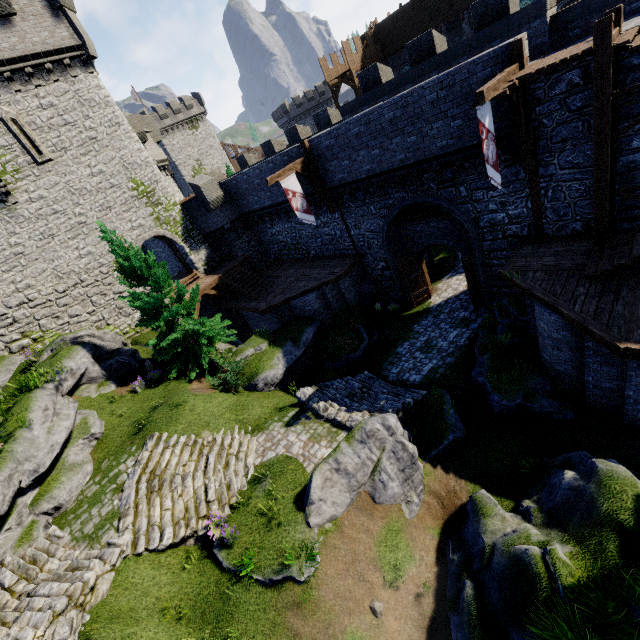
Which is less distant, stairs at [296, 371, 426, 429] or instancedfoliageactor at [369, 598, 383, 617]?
instancedfoliageactor at [369, 598, 383, 617]

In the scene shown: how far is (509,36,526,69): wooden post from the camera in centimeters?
964cm

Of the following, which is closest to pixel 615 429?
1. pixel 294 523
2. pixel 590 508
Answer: pixel 590 508

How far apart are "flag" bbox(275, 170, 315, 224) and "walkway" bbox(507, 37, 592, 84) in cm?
947

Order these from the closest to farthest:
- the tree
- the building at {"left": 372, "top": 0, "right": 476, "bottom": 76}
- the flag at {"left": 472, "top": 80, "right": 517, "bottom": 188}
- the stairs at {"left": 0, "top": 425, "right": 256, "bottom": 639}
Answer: the stairs at {"left": 0, "top": 425, "right": 256, "bottom": 639} < the flag at {"left": 472, "top": 80, "right": 517, "bottom": 188} < the tree < the building at {"left": 372, "top": 0, "right": 476, "bottom": 76}

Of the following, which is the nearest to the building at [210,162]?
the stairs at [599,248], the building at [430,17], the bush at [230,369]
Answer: the building at [430,17]

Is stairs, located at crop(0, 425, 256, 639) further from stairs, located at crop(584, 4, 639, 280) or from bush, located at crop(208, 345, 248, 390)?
stairs, located at crop(584, 4, 639, 280)

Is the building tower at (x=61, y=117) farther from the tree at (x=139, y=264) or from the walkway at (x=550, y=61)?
the walkway at (x=550, y=61)
